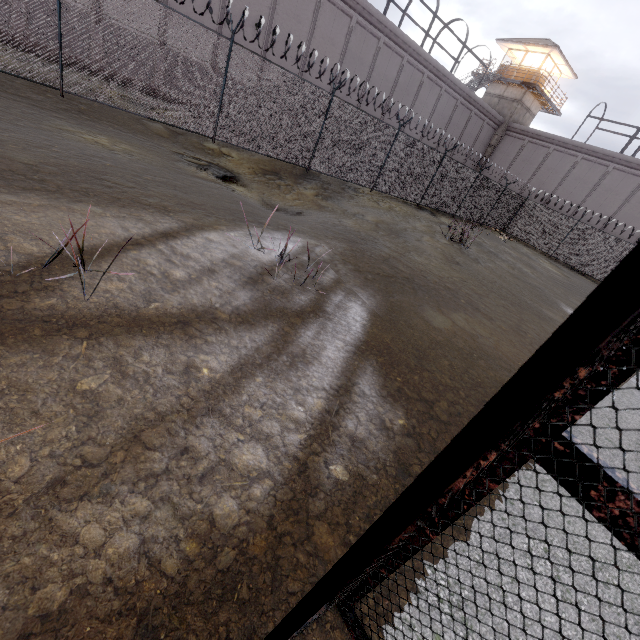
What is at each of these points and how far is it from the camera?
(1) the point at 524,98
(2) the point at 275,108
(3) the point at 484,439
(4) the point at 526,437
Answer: (1) building, 30.0m
(2) fence, 11.2m
(3) metal bar, 0.6m
(4) metal cage, 1.0m

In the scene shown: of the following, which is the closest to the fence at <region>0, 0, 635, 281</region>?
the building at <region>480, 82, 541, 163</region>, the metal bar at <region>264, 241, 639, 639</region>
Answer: the building at <region>480, 82, 541, 163</region>

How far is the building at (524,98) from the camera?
30.22m

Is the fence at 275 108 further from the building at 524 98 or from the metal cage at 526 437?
the building at 524 98

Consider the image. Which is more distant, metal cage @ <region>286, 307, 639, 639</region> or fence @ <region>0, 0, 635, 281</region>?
fence @ <region>0, 0, 635, 281</region>

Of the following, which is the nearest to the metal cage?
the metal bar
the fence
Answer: the metal bar

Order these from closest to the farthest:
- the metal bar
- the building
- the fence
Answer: the metal bar, the fence, the building

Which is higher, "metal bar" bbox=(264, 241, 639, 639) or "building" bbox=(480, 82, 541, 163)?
"building" bbox=(480, 82, 541, 163)
